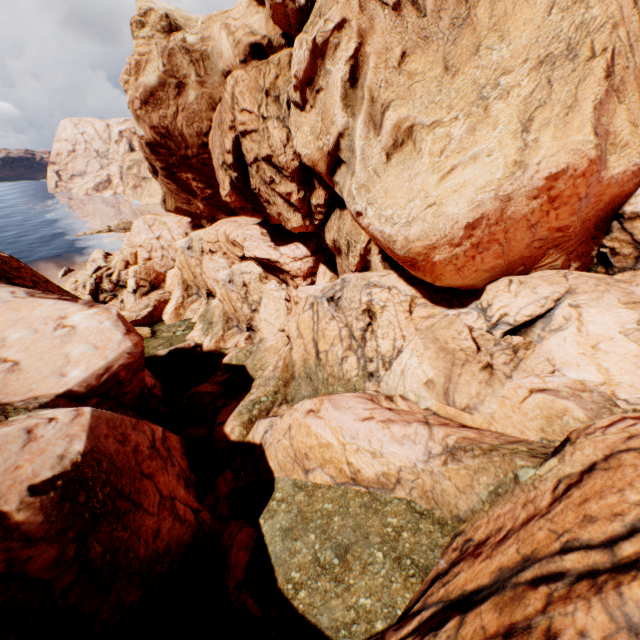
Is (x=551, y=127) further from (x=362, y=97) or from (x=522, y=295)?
(x=362, y=97)
